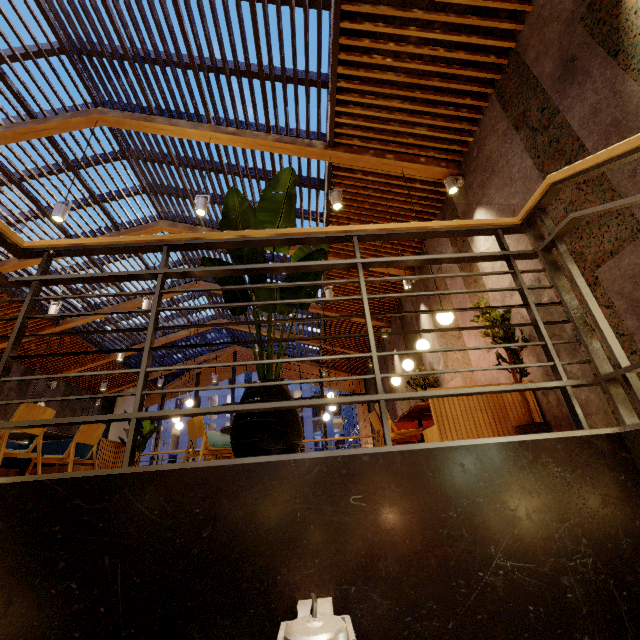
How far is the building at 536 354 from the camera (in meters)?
3.54

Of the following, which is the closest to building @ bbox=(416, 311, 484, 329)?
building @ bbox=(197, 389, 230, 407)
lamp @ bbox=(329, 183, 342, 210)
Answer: lamp @ bbox=(329, 183, 342, 210)

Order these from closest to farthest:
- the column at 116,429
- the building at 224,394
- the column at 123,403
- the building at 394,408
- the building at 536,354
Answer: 1. the building at 536,354
2. the building at 394,408
3. the column at 116,429
4. the column at 123,403
5. the building at 224,394

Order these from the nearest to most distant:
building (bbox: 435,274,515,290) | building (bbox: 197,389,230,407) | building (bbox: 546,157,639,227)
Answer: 1. building (bbox: 546,157,639,227)
2. building (bbox: 435,274,515,290)
3. building (bbox: 197,389,230,407)

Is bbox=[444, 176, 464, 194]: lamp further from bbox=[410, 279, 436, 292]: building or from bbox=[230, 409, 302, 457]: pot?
bbox=[230, 409, 302, 457]: pot

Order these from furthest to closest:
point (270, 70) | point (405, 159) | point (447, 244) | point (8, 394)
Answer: point (8, 394) < point (447, 244) < point (405, 159) < point (270, 70)

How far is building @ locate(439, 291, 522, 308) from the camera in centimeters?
398cm

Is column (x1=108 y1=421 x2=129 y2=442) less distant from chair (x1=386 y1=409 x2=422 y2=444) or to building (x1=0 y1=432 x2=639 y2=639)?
building (x1=0 y1=432 x2=639 y2=639)
